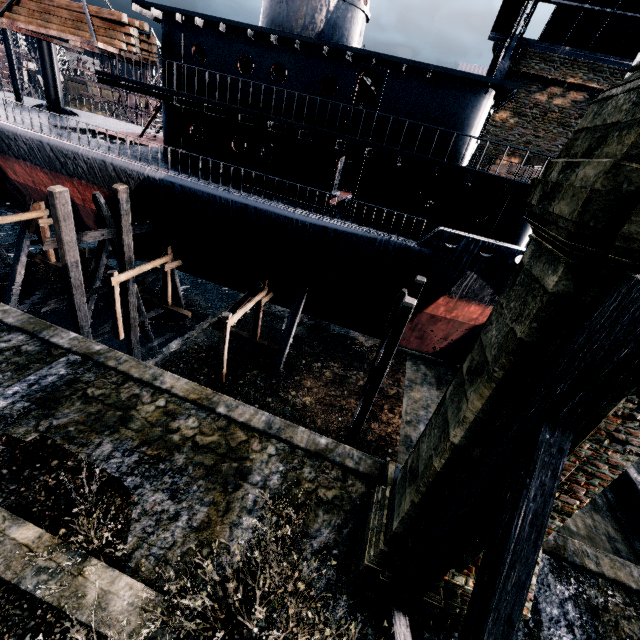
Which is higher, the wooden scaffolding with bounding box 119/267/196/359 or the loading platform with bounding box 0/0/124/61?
the loading platform with bounding box 0/0/124/61

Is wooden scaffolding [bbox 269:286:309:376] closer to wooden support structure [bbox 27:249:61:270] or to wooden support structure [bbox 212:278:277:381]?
wooden support structure [bbox 212:278:277:381]

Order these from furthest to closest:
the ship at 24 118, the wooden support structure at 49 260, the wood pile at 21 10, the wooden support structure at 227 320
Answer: the wooden support structure at 49 260, the wooden support structure at 227 320, the wood pile at 21 10, the ship at 24 118

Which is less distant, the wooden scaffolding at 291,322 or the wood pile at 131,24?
the wood pile at 131,24

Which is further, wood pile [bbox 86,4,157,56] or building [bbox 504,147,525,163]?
building [bbox 504,147,525,163]

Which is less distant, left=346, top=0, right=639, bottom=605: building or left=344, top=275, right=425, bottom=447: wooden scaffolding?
left=346, top=0, right=639, bottom=605: building

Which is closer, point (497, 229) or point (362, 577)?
point (362, 577)

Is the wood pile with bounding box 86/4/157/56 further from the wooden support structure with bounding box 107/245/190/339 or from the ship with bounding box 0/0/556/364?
the wooden support structure with bounding box 107/245/190/339
